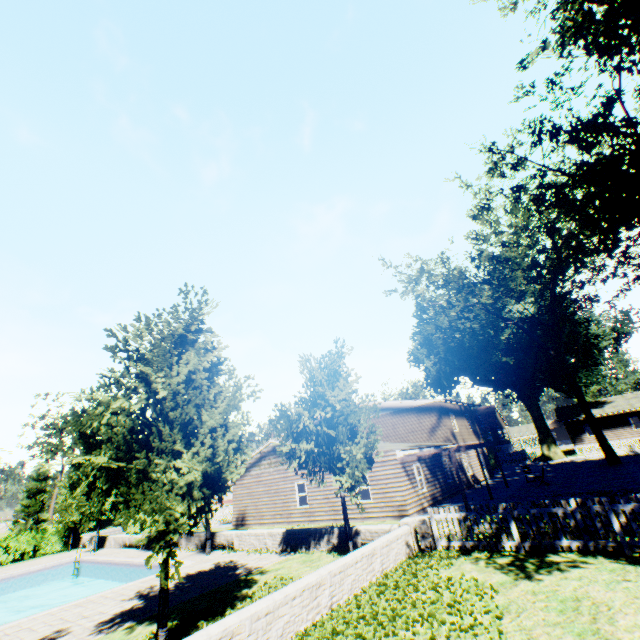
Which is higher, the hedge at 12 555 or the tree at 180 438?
the tree at 180 438

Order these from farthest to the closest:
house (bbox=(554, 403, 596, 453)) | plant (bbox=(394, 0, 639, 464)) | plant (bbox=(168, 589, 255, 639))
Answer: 1. house (bbox=(554, 403, 596, 453))
2. plant (bbox=(394, 0, 639, 464))
3. plant (bbox=(168, 589, 255, 639))

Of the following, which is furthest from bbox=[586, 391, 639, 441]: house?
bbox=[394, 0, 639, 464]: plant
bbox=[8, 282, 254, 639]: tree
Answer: bbox=[8, 282, 254, 639]: tree

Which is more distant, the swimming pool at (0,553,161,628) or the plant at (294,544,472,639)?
the swimming pool at (0,553,161,628)

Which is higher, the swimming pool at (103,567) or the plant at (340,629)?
the plant at (340,629)

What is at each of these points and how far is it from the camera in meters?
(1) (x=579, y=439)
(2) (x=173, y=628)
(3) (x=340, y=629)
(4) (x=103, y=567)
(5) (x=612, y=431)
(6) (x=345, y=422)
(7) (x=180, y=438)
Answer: (1) house, 45.3
(2) plant, 7.9
(3) plant, 6.6
(4) swimming pool, 19.9
(5) house, 43.4
(6) tree, 12.9
(7) tree, 7.5

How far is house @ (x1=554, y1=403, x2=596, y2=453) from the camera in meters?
44.9 m

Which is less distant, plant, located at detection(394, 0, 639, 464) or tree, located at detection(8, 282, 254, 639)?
tree, located at detection(8, 282, 254, 639)
